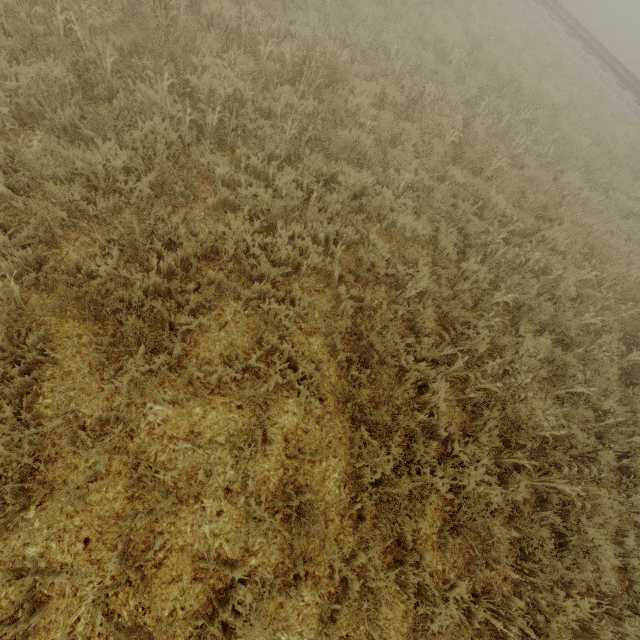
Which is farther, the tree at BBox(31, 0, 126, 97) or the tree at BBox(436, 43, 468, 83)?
the tree at BBox(436, 43, 468, 83)

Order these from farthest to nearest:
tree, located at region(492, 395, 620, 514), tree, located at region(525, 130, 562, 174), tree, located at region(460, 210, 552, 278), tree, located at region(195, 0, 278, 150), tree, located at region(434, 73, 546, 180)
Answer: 1. tree, located at region(525, 130, 562, 174)
2. tree, located at region(434, 73, 546, 180)
3. tree, located at region(460, 210, 552, 278)
4. tree, located at region(195, 0, 278, 150)
5. tree, located at region(492, 395, 620, 514)

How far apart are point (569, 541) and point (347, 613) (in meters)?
3.12

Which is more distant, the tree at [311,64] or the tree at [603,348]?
the tree at [311,64]

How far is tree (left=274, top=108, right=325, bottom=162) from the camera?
4.9m

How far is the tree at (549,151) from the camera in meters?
7.8 m
